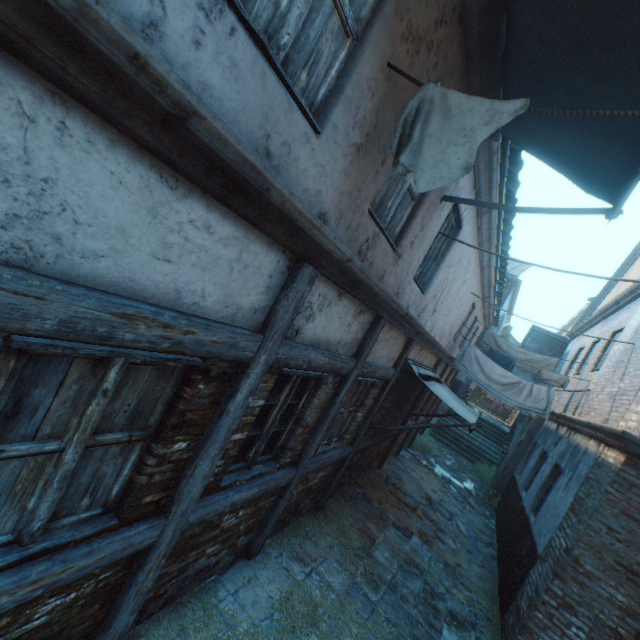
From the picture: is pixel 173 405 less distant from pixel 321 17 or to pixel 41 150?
pixel 41 150

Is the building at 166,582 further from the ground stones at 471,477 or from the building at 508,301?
the ground stones at 471,477

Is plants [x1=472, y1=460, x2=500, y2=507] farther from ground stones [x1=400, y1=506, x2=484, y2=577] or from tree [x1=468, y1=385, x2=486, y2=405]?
tree [x1=468, y1=385, x2=486, y2=405]

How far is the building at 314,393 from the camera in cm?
294

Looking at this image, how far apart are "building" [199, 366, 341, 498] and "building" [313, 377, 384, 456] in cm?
30

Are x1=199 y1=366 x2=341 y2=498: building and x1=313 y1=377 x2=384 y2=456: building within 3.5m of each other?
yes

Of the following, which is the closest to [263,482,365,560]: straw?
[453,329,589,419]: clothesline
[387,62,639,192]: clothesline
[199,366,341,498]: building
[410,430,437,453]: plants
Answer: [199,366,341,498]: building

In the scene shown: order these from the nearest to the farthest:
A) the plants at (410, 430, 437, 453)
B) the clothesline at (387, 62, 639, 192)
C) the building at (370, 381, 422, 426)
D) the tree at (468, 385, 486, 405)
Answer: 1. the clothesline at (387, 62, 639, 192)
2. the building at (370, 381, 422, 426)
3. the plants at (410, 430, 437, 453)
4. the tree at (468, 385, 486, 405)
